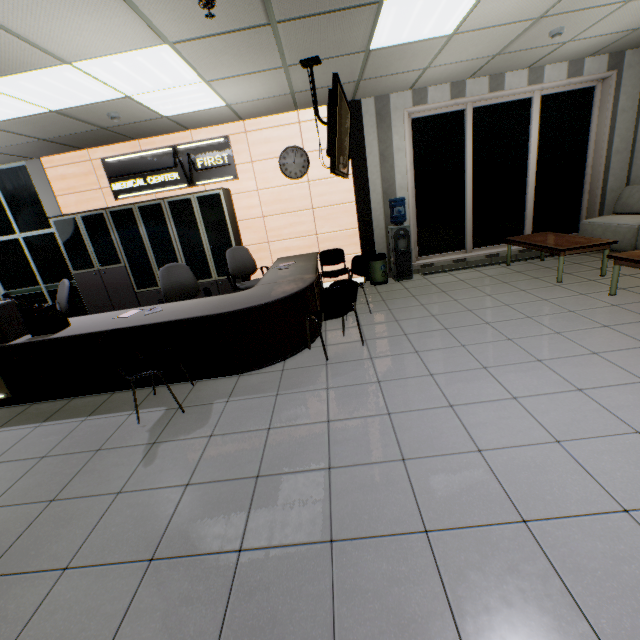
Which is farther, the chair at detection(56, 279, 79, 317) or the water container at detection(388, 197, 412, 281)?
the water container at detection(388, 197, 412, 281)

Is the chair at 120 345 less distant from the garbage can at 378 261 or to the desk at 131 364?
the desk at 131 364

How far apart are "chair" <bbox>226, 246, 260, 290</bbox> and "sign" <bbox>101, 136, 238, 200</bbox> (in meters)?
1.42

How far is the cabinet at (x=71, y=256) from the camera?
5.8m

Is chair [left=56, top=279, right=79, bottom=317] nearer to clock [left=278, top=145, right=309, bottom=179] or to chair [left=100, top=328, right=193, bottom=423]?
chair [left=100, top=328, right=193, bottom=423]

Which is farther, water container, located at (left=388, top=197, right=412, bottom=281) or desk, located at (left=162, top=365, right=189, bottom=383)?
water container, located at (left=388, top=197, right=412, bottom=281)

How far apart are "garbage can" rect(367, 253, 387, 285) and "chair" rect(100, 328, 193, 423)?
4.0 meters

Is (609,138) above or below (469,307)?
above
